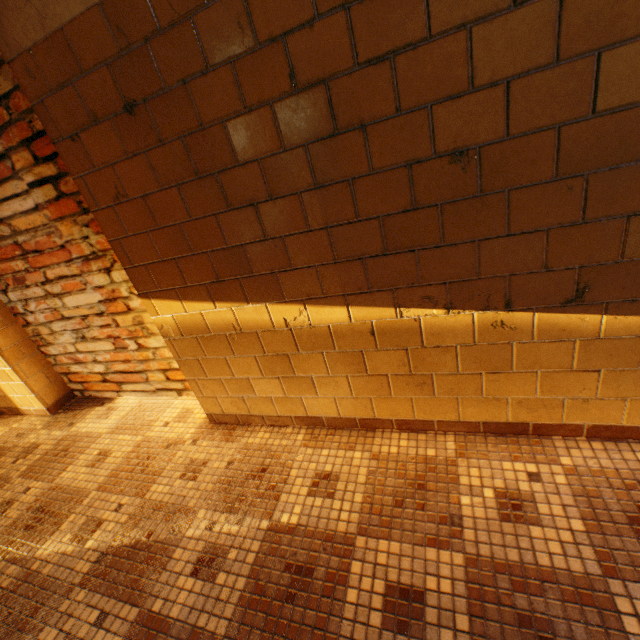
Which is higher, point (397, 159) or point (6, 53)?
point (6, 53)
